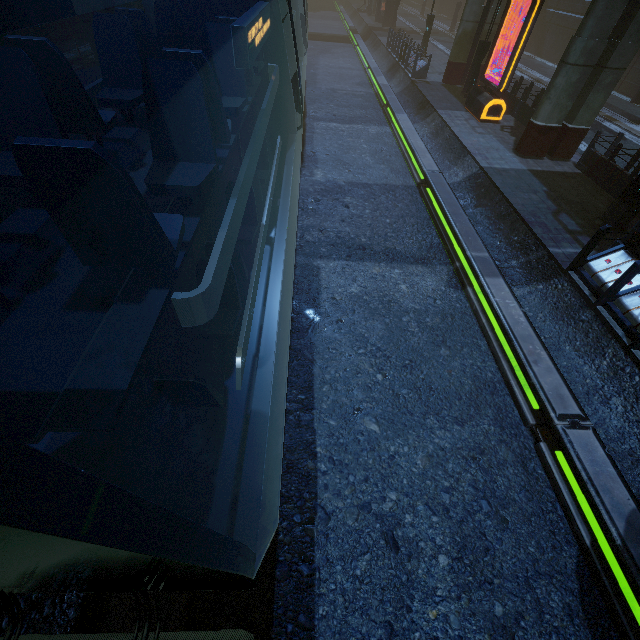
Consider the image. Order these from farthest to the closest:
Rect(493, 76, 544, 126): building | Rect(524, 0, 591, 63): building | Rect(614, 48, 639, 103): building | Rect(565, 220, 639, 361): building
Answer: Rect(524, 0, 591, 63): building < Rect(614, 48, 639, 103): building < Rect(493, 76, 544, 126): building < Rect(565, 220, 639, 361): building

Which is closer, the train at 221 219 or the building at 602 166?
the train at 221 219

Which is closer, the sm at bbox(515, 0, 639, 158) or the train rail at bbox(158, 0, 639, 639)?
the train rail at bbox(158, 0, 639, 639)

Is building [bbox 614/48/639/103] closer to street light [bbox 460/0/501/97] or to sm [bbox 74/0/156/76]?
sm [bbox 74/0/156/76]

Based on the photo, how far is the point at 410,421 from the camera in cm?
625

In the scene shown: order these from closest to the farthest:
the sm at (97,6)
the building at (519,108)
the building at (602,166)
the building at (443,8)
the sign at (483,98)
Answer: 1. the sm at (97,6)
2. the building at (602,166)
3. the sign at (483,98)
4. the building at (519,108)
5. the building at (443,8)

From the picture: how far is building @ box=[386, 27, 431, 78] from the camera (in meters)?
20.38

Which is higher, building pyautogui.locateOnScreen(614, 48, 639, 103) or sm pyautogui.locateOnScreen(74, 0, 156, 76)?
sm pyautogui.locateOnScreen(74, 0, 156, 76)
